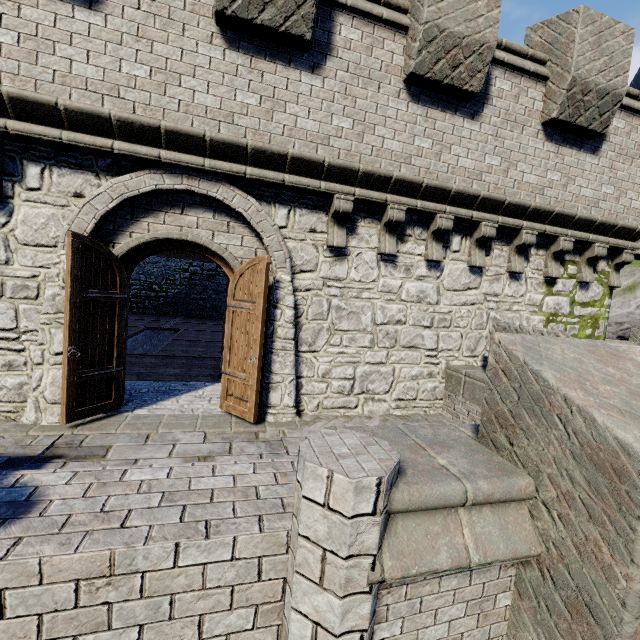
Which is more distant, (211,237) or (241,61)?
(211,237)

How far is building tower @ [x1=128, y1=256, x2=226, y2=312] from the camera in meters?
21.0 m

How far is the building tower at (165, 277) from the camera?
21.05m

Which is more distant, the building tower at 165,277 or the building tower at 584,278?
the building tower at 165,277

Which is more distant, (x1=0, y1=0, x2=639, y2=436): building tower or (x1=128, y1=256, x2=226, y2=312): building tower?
(x1=128, y1=256, x2=226, y2=312): building tower
